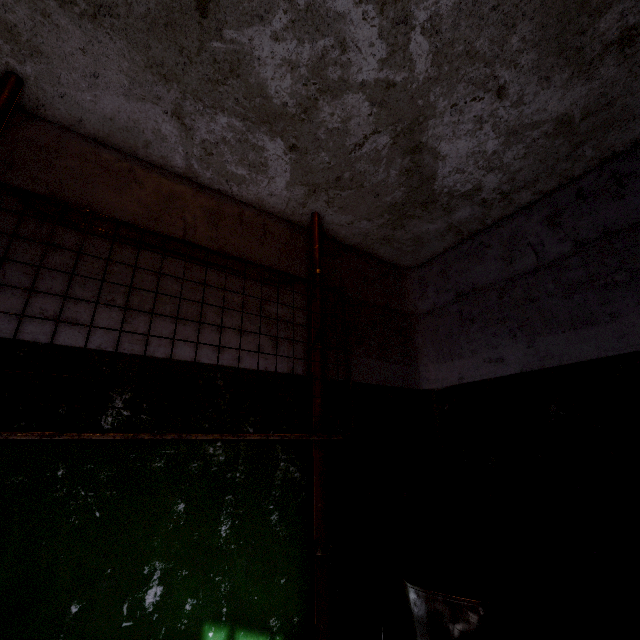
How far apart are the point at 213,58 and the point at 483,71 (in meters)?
1.18

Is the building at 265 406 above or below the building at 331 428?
above

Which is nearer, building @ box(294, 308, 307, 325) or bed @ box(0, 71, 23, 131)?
bed @ box(0, 71, 23, 131)

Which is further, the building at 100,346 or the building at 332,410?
the building at 332,410

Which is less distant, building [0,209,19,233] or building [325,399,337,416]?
building [0,209,19,233]

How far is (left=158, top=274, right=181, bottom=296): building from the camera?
1.60m
